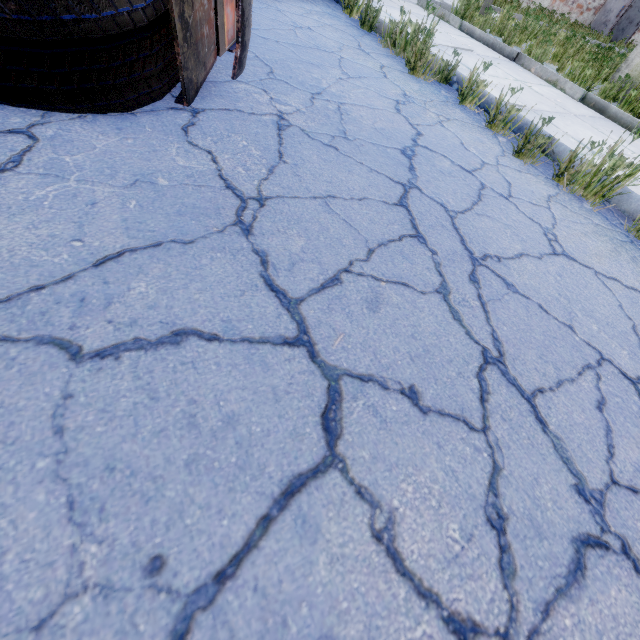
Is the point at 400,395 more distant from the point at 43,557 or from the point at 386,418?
the point at 43,557
